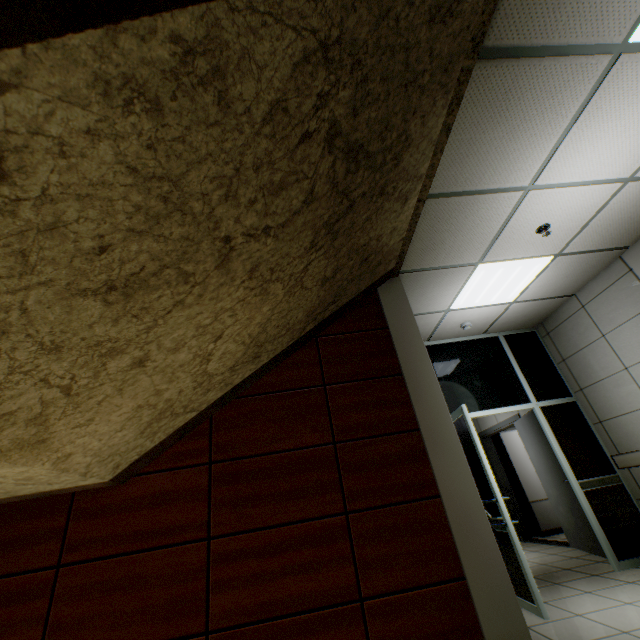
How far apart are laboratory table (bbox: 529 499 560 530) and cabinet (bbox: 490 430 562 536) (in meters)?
0.01

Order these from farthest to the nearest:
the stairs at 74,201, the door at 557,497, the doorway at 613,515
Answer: the door at 557,497
the doorway at 613,515
the stairs at 74,201

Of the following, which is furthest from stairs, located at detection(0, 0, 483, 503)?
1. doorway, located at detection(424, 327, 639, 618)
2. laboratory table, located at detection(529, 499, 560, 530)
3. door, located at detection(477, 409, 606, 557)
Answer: laboratory table, located at detection(529, 499, 560, 530)

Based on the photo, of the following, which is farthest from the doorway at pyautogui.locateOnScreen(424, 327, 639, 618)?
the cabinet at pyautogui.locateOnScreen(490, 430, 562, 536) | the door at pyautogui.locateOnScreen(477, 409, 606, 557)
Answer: the cabinet at pyautogui.locateOnScreen(490, 430, 562, 536)

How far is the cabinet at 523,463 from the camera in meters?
7.0 m

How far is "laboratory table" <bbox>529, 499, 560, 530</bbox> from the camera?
6.8 meters

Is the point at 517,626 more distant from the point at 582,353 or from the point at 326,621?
the point at 582,353

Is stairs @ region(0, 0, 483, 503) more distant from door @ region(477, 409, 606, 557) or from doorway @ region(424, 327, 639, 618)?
door @ region(477, 409, 606, 557)
